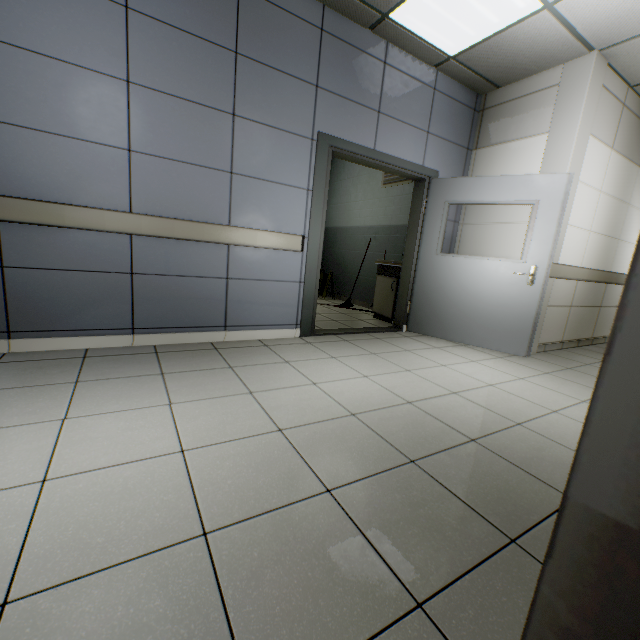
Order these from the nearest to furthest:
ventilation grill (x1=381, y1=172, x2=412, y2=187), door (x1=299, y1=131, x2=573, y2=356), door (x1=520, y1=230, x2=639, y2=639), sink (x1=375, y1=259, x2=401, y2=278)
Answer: door (x1=520, y1=230, x2=639, y2=639) < door (x1=299, y1=131, x2=573, y2=356) < sink (x1=375, y1=259, x2=401, y2=278) < ventilation grill (x1=381, y1=172, x2=412, y2=187)

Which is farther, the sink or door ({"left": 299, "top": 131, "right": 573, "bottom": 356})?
the sink

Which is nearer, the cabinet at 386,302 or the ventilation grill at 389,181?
the cabinet at 386,302

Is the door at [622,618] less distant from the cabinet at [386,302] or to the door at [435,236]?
the door at [435,236]

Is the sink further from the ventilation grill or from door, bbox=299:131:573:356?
the ventilation grill

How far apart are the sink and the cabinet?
0.03m

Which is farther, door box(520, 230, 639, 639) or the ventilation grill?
the ventilation grill

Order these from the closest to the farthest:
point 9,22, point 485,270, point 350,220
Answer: point 9,22 < point 485,270 < point 350,220
